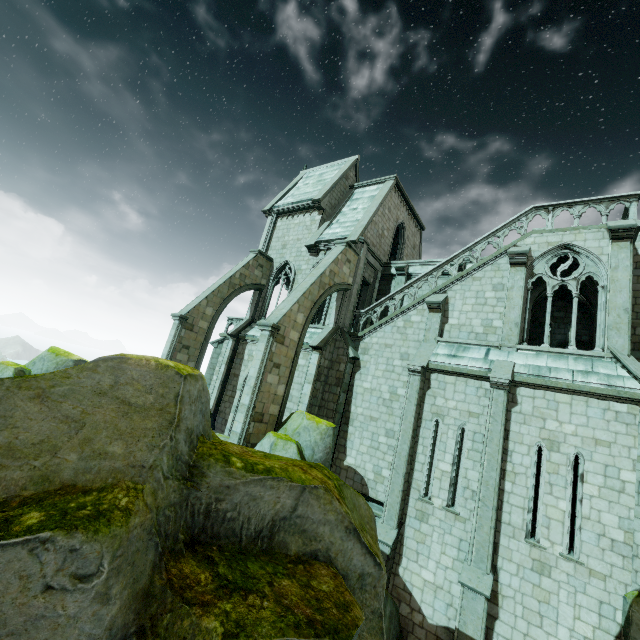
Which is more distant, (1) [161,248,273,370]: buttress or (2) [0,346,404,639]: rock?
(1) [161,248,273,370]: buttress

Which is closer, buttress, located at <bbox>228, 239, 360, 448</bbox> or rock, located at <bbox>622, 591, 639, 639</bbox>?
rock, located at <bbox>622, 591, 639, 639</bbox>

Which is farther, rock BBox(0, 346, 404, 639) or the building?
the building

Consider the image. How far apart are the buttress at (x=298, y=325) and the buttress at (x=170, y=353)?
5.9m

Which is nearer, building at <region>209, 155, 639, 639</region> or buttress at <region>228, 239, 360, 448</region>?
building at <region>209, 155, 639, 639</region>

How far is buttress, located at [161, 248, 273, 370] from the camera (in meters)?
17.34

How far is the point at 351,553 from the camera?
6.0 meters

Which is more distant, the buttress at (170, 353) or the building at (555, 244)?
the buttress at (170, 353)
